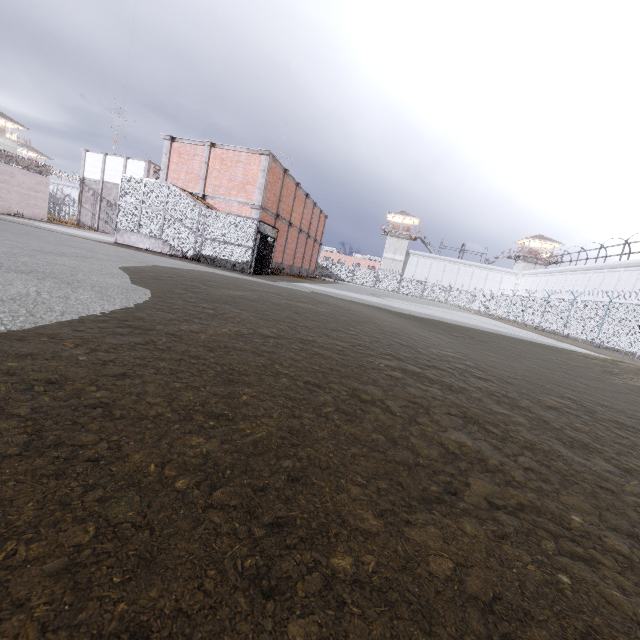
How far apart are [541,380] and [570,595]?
5.3m

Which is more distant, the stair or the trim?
the trim

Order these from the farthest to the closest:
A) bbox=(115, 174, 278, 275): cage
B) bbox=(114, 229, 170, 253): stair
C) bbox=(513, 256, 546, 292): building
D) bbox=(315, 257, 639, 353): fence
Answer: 1. bbox=(513, 256, 546, 292): building
2. bbox=(315, 257, 639, 353): fence
3. bbox=(114, 229, 170, 253): stair
4. bbox=(115, 174, 278, 275): cage

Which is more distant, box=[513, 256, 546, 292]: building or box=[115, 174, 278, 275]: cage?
box=[513, 256, 546, 292]: building

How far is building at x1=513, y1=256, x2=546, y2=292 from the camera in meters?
55.7 m

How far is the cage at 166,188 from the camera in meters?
16.9

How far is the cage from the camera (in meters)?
16.88

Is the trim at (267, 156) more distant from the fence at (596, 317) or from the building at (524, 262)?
the building at (524, 262)
